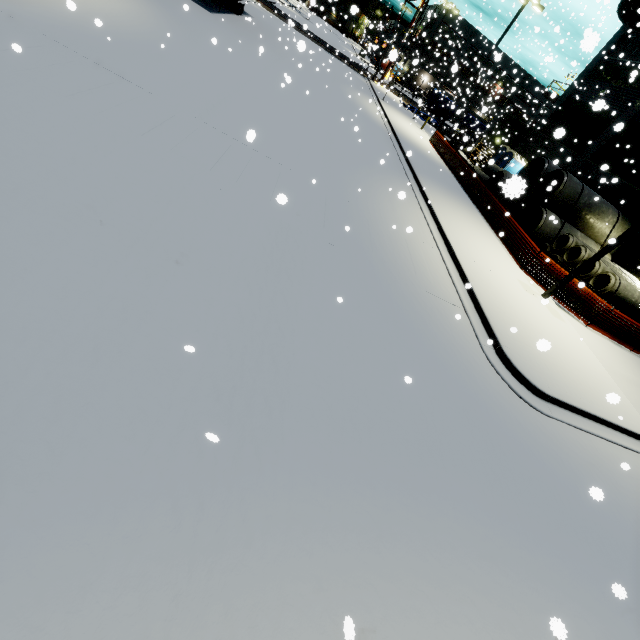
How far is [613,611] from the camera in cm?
441

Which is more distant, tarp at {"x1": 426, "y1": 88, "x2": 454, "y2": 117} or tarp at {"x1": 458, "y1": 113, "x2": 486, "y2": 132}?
tarp at {"x1": 458, "y1": 113, "x2": 486, "y2": 132}

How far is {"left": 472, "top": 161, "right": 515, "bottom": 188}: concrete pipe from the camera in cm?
2202

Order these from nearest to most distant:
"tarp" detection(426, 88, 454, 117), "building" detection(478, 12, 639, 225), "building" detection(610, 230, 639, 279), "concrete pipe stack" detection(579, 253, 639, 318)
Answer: "concrete pipe stack" detection(579, 253, 639, 318)
"building" detection(610, 230, 639, 279)
"building" detection(478, 12, 639, 225)
"tarp" detection(426, 88, 454, 117)

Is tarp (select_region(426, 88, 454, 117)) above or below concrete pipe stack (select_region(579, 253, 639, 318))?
above

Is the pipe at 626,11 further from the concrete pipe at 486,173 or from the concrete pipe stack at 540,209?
the concrete pipe at 486,173

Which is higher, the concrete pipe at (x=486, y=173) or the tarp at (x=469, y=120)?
the tarp at (x=469, y=120)

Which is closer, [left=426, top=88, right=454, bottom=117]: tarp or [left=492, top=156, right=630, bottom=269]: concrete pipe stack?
[left=492, top=156, right=630, bottom=269]: concrete pipe stack
